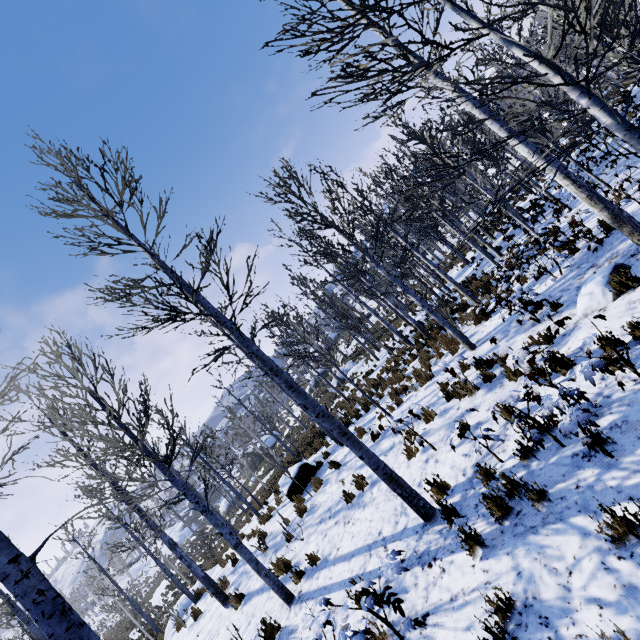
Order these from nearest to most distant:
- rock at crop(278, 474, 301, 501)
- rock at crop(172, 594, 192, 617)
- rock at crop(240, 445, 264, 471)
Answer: rock at crop(278, 474, 301, 501) < rock at crop(172, 594, 192, 617) < rock at crop(240, 445, 264, 471)

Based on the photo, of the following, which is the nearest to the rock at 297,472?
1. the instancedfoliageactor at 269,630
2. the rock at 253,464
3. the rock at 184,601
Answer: the instancedfoliageactor at 269,630

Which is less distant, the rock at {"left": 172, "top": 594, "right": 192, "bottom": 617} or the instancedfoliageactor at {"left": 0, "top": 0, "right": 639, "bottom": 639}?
the instancedfoliageactor at {"left": 0, "top": 0, "right": 639, "bottom": 639}

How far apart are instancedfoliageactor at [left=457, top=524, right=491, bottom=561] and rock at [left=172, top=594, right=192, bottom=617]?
16.5 meters

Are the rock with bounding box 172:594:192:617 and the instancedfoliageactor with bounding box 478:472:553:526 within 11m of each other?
no

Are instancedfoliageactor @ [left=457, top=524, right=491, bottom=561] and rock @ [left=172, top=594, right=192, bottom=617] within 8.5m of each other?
no

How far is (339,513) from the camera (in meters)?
7.55

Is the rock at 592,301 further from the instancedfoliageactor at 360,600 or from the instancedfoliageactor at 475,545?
the instancedfoliageactor at 475,545
